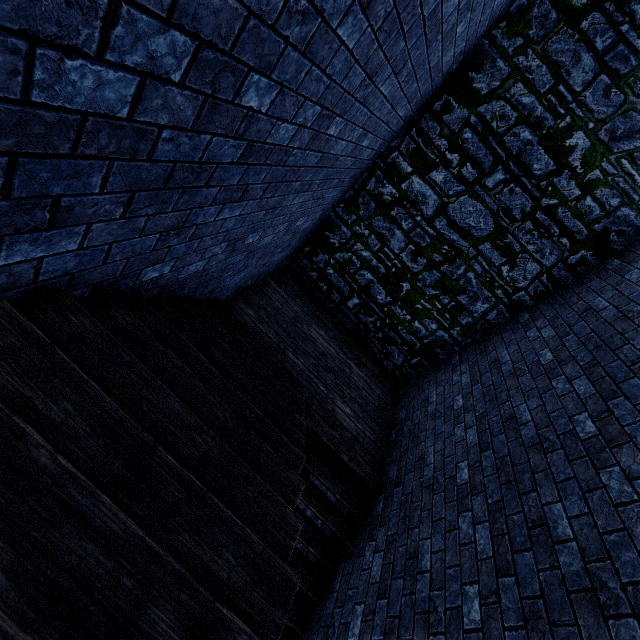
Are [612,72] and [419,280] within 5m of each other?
yes

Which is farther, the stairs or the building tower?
the building tower

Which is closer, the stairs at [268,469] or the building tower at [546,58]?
the stairs at [268,469]
